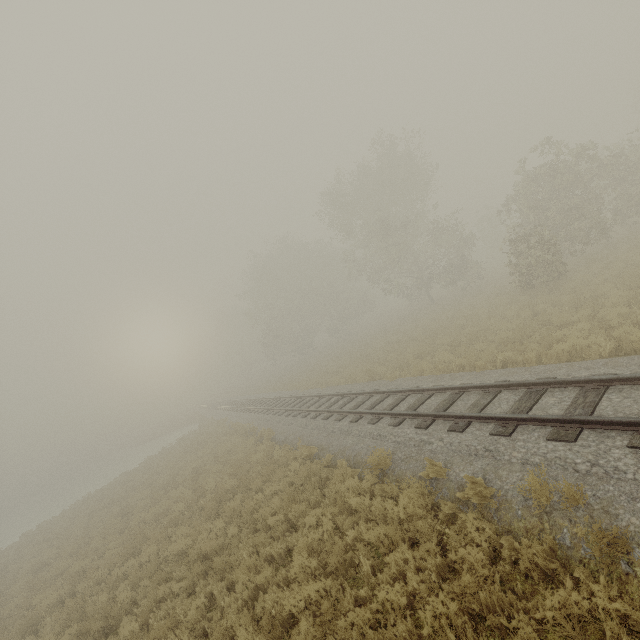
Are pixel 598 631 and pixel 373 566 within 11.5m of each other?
yes
